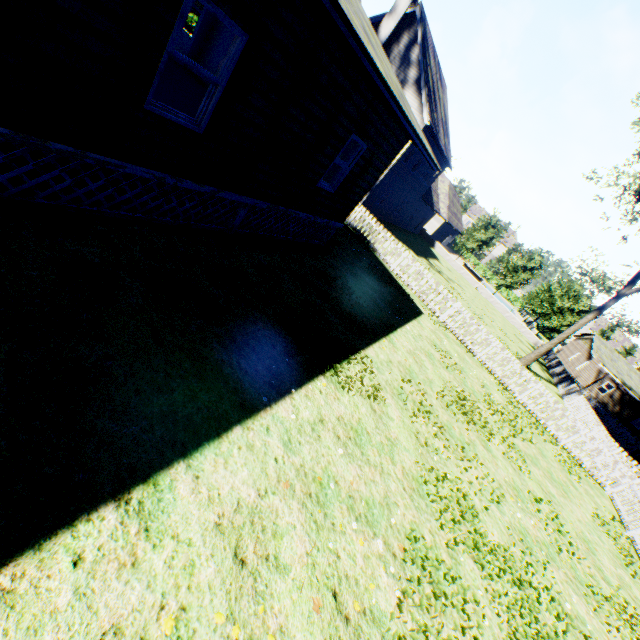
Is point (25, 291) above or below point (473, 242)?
below

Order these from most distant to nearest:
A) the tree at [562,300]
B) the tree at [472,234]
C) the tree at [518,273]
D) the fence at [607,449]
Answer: Result:
the tree at [472,234]
the tree at [518,273]
the tree at [562,300]
the fence at [607,449]

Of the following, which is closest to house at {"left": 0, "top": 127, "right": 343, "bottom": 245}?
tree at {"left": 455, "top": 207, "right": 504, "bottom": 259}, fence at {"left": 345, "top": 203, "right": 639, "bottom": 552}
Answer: fence at {"left": 345, "top": 203, "right": 639, "bottom": 552}

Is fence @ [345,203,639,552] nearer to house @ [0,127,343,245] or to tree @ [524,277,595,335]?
tree @ [524,277,595,335]

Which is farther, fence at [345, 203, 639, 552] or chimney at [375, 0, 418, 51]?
chimney at [375, 0, 418, 51]

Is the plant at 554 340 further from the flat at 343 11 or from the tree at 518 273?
the flat at 343 11

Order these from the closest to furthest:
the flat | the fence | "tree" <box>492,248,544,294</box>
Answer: the flat → the fence → "tree" <box>492,248,544,294</box>

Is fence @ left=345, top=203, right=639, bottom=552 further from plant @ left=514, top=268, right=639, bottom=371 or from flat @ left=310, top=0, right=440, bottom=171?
flat @ left=310, top=0, right=440, bottom=171
